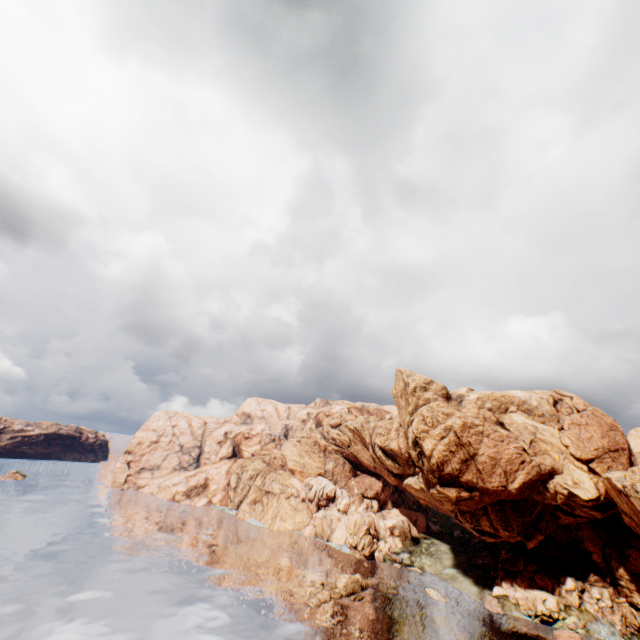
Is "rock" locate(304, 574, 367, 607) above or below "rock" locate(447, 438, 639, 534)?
below

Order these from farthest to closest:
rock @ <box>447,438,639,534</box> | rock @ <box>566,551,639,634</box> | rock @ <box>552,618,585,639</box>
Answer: rock @ <box>566,551,639,634</box>, rock @ <box>447,438,639,534</box>, rock @ <box>552,618,585,639</box>

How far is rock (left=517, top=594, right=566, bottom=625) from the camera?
56.9m

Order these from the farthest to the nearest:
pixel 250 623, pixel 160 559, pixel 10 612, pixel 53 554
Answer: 1. pixel 160 559
2. pixel 53 554
3. pixel 250 623
4. pixel 10 612

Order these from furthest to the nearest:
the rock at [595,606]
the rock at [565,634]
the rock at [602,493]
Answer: the rock at [595,606], the rock at [602,493], the rock at [565,634]

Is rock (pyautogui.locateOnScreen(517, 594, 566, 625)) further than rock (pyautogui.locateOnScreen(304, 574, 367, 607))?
Yes

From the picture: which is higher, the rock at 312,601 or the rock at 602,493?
the rock at 602,493
